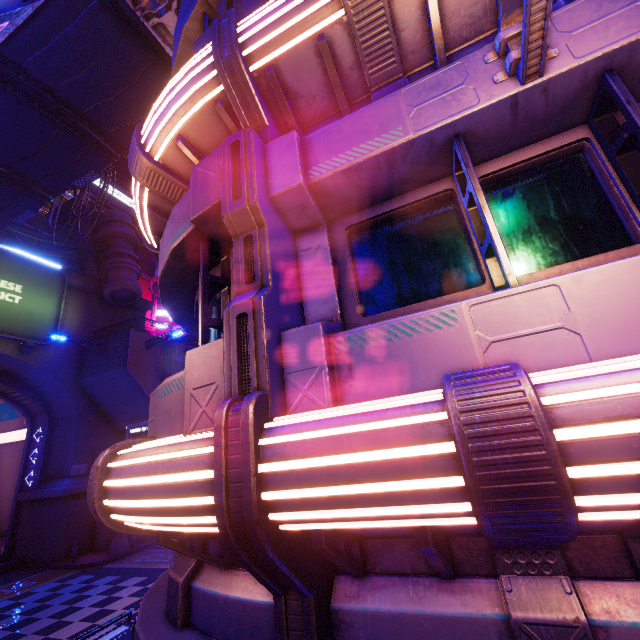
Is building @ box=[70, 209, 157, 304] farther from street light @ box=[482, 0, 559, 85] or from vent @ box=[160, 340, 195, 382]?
street light @ box=[482, 0, 559, 85]

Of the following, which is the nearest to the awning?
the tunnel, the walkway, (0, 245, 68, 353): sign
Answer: the walkway

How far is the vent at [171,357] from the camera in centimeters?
2288cm

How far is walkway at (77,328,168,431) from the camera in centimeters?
2138cm

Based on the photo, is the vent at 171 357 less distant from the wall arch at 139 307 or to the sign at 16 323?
the wall arch at 139 307

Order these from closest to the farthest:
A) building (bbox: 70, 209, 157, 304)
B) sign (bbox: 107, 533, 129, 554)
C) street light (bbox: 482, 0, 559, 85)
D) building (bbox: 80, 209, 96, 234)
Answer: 1. street light (bbox: 482, 0, 559, 85)
2. sign (bbox: 107, 533, 129, 554)
3. building (bbox: 70, 209, 157, 304)
4. building (bbox: 80, 209, 96, 234)

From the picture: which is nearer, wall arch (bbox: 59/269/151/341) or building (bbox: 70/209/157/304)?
wall arch (bbox: 59/269/151/341)

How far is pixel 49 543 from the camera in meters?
19.0 m
